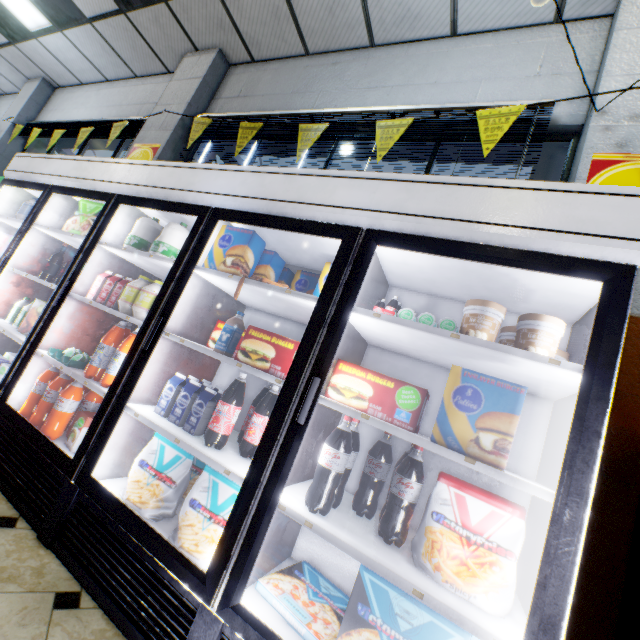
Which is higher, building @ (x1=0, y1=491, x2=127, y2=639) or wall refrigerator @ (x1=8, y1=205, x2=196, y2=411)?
wall refrigerator @ (x1=8, y1=205, x2=196, y2=411)

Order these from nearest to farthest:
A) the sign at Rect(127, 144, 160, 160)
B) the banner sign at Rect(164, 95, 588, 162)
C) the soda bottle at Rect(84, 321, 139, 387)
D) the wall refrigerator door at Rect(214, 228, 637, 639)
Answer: the wall refrigerator door at Rect(214, 228, 637, 639), the soda bottle at Rect(84, 321, 139, 387), the banner sign at Rect(164, 95, 588, 162), the sign at Rect(127, 144, 160, 160)

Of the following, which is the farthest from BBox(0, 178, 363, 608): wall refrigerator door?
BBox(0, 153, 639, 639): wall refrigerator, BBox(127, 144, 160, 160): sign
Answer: BBox(127, 144, 160, 160): sign

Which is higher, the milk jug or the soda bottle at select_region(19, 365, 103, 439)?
the milk jug

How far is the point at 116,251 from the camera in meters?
2.4 m

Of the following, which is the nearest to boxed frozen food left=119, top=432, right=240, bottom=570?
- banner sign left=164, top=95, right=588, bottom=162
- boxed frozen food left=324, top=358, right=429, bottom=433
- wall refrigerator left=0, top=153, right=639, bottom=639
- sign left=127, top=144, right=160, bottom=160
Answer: wall refrigerator left=0, top=153, right=639, bottom=639

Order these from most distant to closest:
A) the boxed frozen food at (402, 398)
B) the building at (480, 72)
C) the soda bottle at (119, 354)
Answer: the building at (480, 72), the soda bottle at (119, 354), the boxed frozen food at (402, 398)

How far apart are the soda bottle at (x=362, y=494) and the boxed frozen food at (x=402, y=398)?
0.08m
